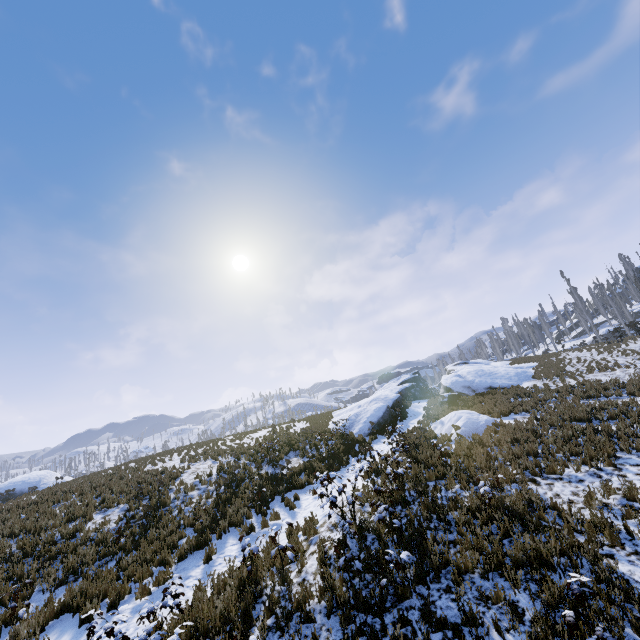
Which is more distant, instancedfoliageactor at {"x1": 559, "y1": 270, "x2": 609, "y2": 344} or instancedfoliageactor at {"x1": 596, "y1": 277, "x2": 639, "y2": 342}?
instancedfoliageactor at {"x1": 559, "y1": 270, "x2": 609, "y2": 344}

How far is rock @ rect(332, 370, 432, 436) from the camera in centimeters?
2139cm

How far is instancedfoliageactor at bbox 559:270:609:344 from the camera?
35.84m

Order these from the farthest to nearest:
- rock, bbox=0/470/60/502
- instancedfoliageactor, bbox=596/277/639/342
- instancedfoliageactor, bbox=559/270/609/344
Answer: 1. instancedfoliageactor, bbox=559/270/609/344
2. instancedfoliageactor, bbox=596/277/639/342
3. rock, bbox=0/470/60/502

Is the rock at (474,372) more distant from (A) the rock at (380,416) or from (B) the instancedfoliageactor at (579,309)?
(B) the instancedfoliageactor at (579,309)

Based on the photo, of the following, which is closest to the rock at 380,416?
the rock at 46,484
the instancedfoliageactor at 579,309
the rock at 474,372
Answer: the rock at 474,372

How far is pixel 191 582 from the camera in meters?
8.5

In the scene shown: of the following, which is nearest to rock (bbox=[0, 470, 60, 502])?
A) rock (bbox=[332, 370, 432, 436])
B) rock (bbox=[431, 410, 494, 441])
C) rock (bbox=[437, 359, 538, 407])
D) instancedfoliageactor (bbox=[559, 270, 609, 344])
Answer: instancedfoliageactor (bbox=[559, 270, 609, 344])
